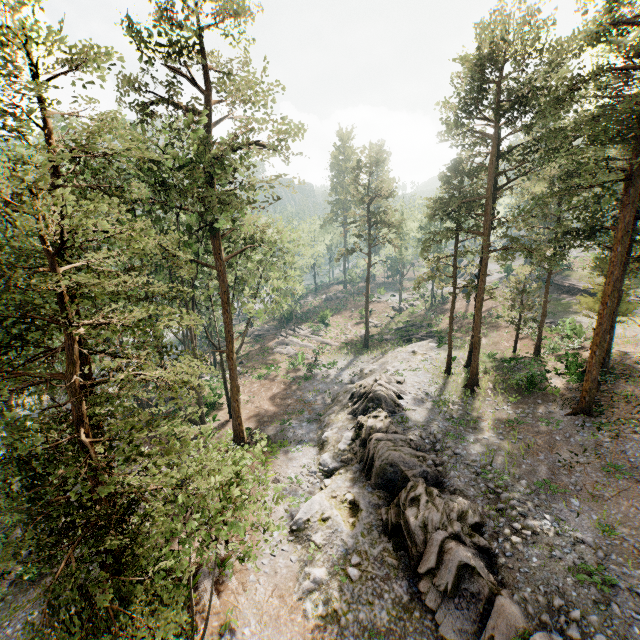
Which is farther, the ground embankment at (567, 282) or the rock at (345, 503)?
the ground embankment at (567, 282)

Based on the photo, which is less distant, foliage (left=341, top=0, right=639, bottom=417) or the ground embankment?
foliage (left=341, top=0, right=639, bottom=417)

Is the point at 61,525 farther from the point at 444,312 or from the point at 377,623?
the point at 444,312

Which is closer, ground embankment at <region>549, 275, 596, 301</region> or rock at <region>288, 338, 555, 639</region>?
rock at <region>288, 338, 555, 639</region>

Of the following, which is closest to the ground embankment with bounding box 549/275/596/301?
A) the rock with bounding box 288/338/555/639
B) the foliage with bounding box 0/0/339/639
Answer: the foliage with bounding box 0/0/339/639

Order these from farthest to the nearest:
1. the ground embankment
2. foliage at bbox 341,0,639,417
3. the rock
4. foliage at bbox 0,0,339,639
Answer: the ground embankment
foliage at bbox 341,0,639,417
the rock
foliage at bbox 0,0,339,639

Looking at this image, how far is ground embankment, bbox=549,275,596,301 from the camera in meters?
40.7 m

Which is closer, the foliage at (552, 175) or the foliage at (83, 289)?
the foliage at (83, 289)
